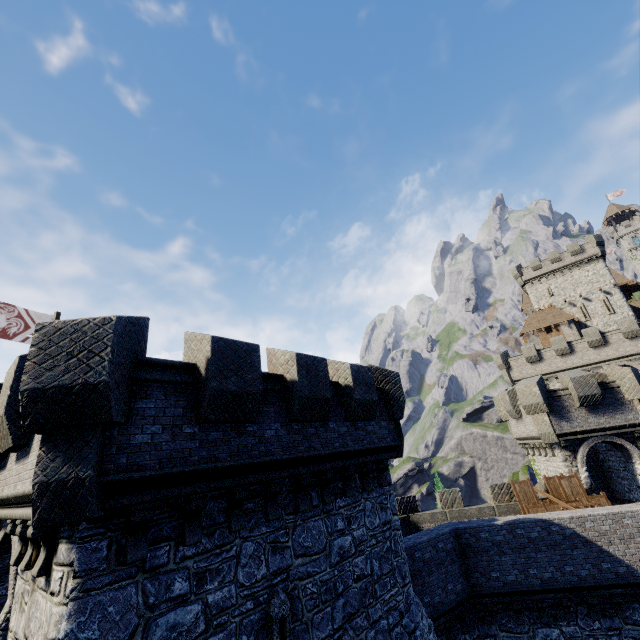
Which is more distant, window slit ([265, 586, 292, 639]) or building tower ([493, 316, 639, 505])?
building tower ([493, 316, 639, 505])

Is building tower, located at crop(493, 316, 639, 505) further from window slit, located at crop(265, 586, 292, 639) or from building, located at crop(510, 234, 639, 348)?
building, located at crop(510, 234, 639, 348)

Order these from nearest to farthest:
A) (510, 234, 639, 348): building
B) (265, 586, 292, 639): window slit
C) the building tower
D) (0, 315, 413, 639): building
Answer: (0, 315, 413, 639): building, (265, 586, 292, 639): window slit, the building tower, (510, 234, 639, 348): building

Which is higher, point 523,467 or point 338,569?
point 338,569

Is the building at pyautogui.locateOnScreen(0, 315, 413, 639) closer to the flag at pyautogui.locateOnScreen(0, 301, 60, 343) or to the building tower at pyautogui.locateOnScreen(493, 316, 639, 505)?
the flag at pyautogui.locateOnScreen(0, 301, 60, 343)

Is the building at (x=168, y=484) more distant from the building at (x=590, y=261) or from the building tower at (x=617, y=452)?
the building at (x=590, y=261)

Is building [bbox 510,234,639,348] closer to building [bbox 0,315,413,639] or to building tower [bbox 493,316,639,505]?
building tower [bbox 493,316,639,505]

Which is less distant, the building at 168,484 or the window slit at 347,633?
the building at 168,484
